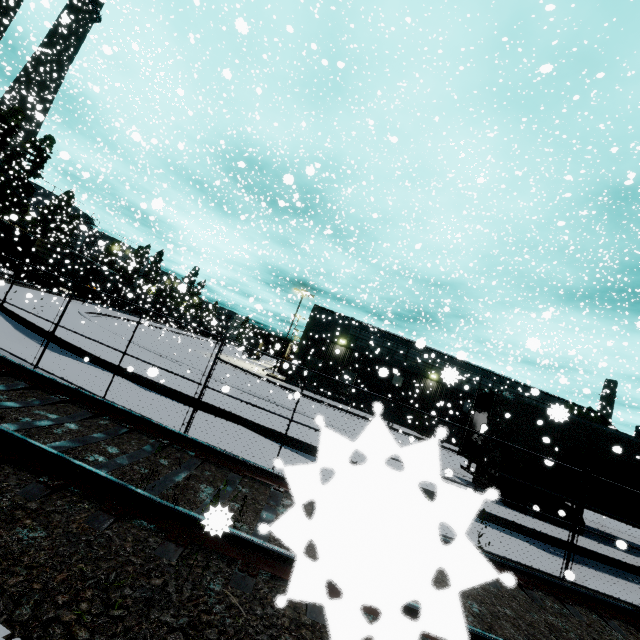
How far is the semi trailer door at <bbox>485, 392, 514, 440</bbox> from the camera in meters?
11.1

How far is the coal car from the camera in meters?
38.7

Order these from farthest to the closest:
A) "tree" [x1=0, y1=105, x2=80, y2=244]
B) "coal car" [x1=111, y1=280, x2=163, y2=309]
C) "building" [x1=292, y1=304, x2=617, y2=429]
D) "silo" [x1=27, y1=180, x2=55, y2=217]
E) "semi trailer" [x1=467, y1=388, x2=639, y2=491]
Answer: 1. "coal car" [x1=111, y1=280, x2=163, y2=309]
2. "tree" [x1=0, y1=105, x2=80, y2=244]
3. "building" [x1=292, y1=304, x2=617, y2=429]
4. "silo" [x1=27, y1=180, x2=55, y2=217]
5. "semi trailer" [x1=467, y1=388, x2=639, y2=491]

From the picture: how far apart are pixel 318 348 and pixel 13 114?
38.5m

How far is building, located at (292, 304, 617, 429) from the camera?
30.1 meters

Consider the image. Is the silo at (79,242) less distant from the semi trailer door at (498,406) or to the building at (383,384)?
the building at (383,384)

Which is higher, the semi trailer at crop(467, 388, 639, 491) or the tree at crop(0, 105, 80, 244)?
the tree at crop(0, 105, 80, 244)

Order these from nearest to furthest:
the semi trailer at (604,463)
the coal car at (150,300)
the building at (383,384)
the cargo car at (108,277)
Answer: the semi trailer at (604,463) < the building at (383,384) < the cargo car at (108,277) < the coal car at (150,300)
